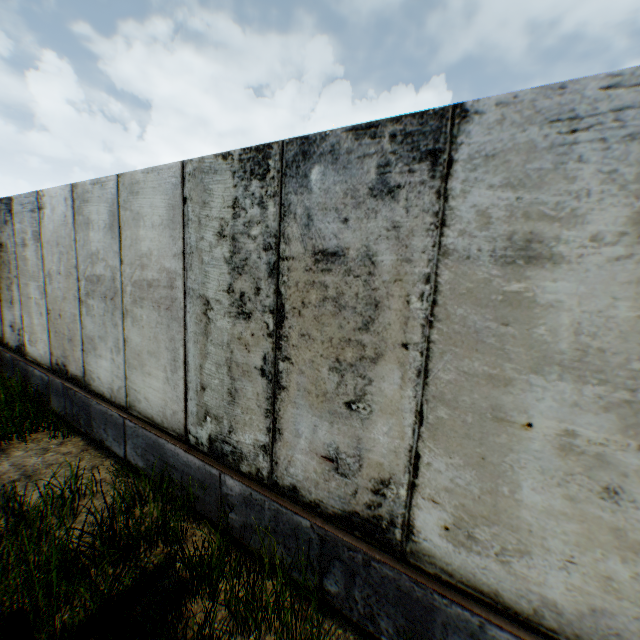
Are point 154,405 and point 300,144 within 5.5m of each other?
Result: yes
